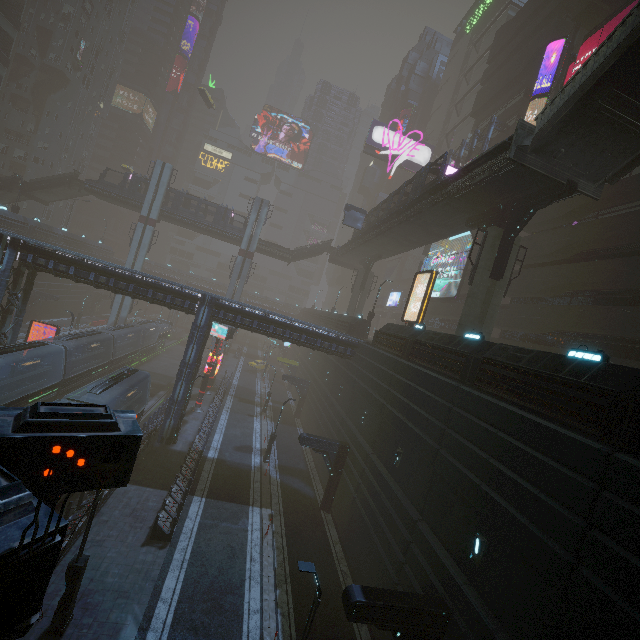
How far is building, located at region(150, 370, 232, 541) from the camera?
15.9 meters

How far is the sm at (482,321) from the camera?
19.2m

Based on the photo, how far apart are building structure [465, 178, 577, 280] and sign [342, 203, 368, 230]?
21.04m

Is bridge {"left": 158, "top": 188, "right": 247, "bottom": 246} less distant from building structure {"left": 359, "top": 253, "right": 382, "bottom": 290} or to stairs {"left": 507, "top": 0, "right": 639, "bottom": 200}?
building structure {"left": 359, "top": 253, "right": 382, "bottom": 290}

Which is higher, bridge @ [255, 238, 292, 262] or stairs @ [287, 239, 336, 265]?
stairs @ [287, 239, 336, 265]

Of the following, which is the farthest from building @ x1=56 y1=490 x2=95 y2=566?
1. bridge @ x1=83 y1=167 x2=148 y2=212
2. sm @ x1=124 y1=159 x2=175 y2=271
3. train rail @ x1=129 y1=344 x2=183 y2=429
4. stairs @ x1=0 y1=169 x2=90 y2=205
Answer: bridge @ x1=83 y1=167 x2=148 y2=212

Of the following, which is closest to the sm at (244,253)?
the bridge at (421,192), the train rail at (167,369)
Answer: the train rail at (167,369)

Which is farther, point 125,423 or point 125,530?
point 125,530
